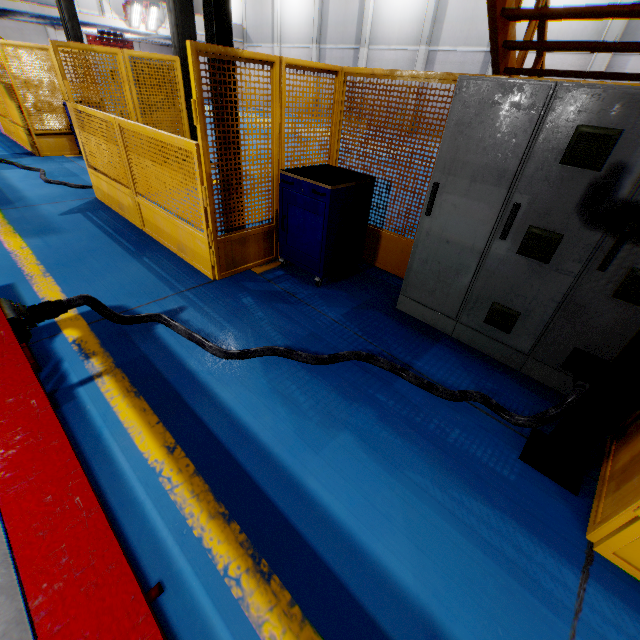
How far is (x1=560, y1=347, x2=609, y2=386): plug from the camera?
2.4m

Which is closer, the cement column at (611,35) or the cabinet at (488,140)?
the cabinet at (488,140)

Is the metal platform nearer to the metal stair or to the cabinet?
the cabinet

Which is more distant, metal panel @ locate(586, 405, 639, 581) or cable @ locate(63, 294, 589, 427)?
cable @ locate(63, 294, 589, 427)

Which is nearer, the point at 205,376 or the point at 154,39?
the point at 205,376

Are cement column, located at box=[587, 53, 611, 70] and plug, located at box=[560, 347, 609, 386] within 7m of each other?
no

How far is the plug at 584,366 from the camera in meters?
2.4

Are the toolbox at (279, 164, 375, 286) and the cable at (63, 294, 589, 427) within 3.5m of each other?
yes
